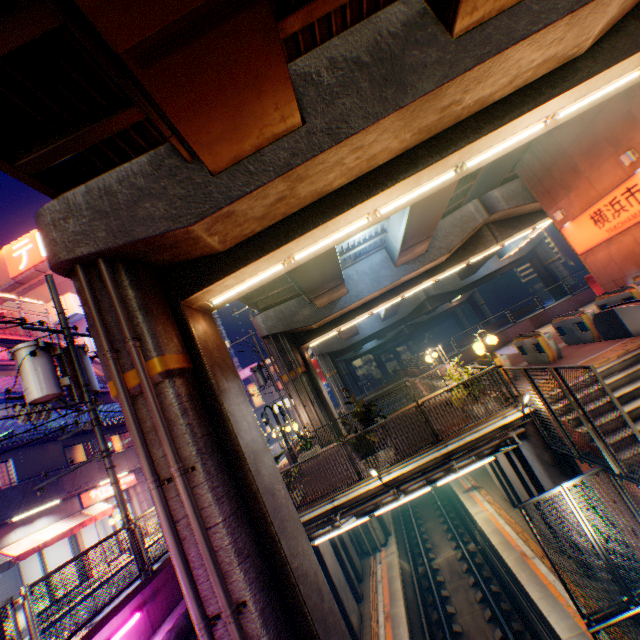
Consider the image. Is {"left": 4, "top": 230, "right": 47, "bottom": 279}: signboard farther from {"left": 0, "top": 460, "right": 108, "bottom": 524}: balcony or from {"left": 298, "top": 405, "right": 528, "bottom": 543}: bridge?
{"left": 298, "top": 405, "right": 528, "bottom": 543}: bridge

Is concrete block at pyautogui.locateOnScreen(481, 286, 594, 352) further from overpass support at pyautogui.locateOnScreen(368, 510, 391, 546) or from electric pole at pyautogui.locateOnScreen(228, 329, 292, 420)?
electric pole at pyautogui.locateOnScreen(228, 329, 292, 420)

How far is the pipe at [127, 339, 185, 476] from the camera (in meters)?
6.04

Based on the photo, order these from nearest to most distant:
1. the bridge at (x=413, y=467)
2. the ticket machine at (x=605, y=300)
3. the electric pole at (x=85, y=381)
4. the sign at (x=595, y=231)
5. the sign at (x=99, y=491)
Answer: the electric pole at (x=85, y=381)
the bridge at (x=413, y=467)
the ticket machine at (x=605, y=300)
the sign at (x=595, y=231)
the sign at (x=99, y=491)

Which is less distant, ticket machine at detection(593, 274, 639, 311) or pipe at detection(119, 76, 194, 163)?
pipe at detection(119, 76, 194, 163)

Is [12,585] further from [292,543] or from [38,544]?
[292,543]

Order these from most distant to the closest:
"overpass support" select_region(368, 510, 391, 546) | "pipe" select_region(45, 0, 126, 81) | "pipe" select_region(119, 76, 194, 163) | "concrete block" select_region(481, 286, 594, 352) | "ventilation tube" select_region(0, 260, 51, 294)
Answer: "ventilation tube" select_region(0, 260, 51, 294), "concrete block" select_region(481, 286, 594, 352), "overpass support" select_region(368, 510, 391, 546), "pipe" select_region(119, 76, 194, 163), "pipe" select_region(45, 0, 126, 81)

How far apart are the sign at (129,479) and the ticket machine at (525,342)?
22.83m
